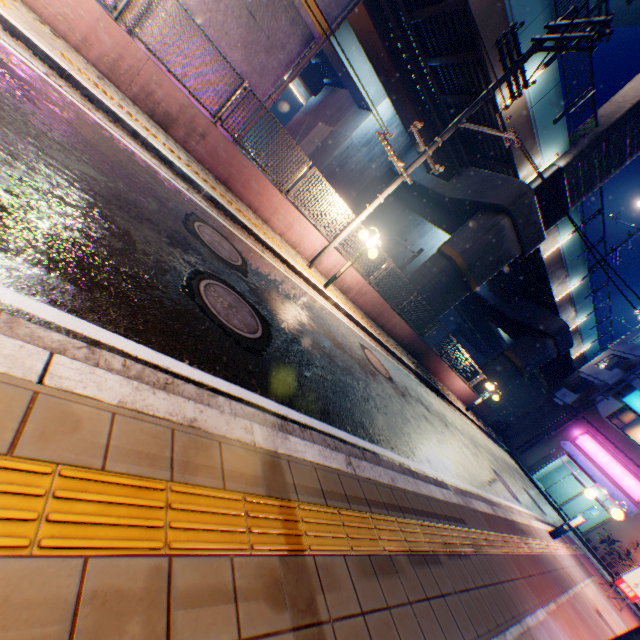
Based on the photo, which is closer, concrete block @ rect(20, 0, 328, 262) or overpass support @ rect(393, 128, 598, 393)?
concrete block @ rect(20, 0, 328, 262)

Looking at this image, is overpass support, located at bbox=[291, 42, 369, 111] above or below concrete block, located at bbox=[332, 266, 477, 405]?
above

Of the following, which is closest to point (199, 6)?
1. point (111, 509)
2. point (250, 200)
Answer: point (250, 200)

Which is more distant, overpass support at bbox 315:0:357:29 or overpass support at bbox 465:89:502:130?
overpass support at bbox 465:89:502:130

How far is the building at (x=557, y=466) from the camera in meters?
25.7

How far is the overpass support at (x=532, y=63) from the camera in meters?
11.9 m

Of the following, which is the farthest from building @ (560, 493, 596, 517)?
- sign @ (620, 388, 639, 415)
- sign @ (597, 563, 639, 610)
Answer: sign @ (597, 563, 639, 610)

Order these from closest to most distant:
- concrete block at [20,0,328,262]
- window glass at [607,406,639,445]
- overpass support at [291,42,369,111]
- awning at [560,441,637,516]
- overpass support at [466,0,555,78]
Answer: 1. concrete block at [20,0,328,262]
2. overpass support at [466,0,555,78]
3. overpass support at [291,42,369,111]
4. awning at [560,441,637,516]
5. window glass at [607,406,639,445]
